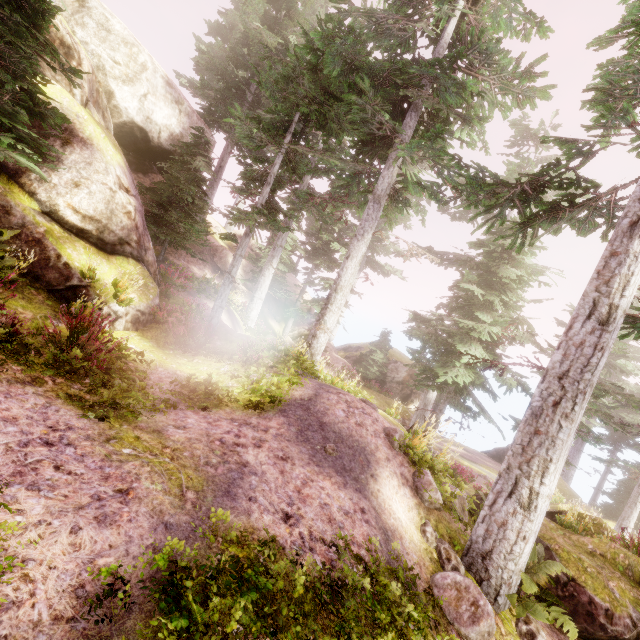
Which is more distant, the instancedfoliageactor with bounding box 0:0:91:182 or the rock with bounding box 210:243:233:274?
the rock with bounding box 210:243:233:274

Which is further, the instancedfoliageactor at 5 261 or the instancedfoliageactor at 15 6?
the instancedfoliageactor at 15 6

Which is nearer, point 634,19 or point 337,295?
point 634,19

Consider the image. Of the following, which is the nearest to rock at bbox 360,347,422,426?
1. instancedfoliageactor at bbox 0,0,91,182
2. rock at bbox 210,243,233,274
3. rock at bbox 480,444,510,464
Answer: instancedfoliageactor at bbox 0,0,91,182

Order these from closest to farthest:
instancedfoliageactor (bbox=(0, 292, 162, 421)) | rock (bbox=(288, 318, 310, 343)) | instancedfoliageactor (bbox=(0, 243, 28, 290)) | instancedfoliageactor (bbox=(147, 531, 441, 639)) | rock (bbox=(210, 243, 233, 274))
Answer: instancedfoliageactor (bbox=(147, 531, 441, 639)) < instancedfoliageactor (bbox=(0, 292, 162, 421)) < instancedfoliageactor (bbox=(0, 243, 28, 290)) < rock (bbox=(210, 243, 233, 274)) < rock (bbox=(288, 318, 310, 343))

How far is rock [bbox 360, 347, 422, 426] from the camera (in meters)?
23.57

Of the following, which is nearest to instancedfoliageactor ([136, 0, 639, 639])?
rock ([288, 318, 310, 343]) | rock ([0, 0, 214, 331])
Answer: rock ([0, 0, 214, 331])

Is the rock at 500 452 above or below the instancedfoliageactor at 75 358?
below
